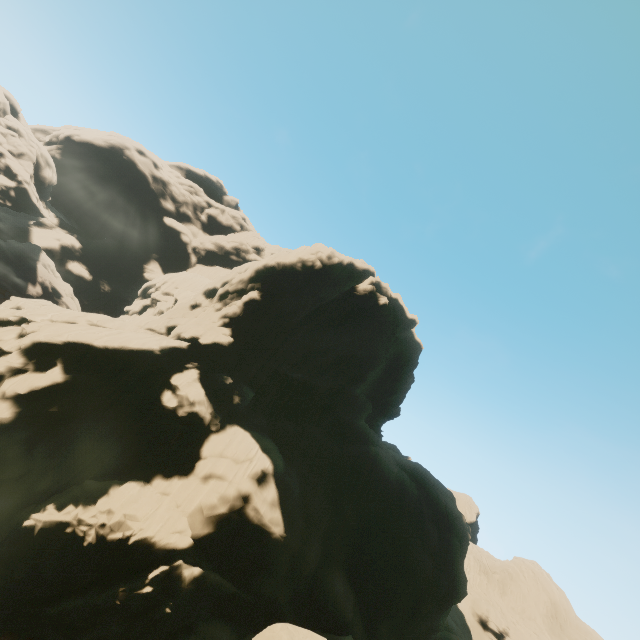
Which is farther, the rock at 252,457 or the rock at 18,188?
the rock at 18,188

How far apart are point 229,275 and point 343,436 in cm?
2503

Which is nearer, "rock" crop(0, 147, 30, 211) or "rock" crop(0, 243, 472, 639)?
"rock" crop(0, 243, 472, 639)
